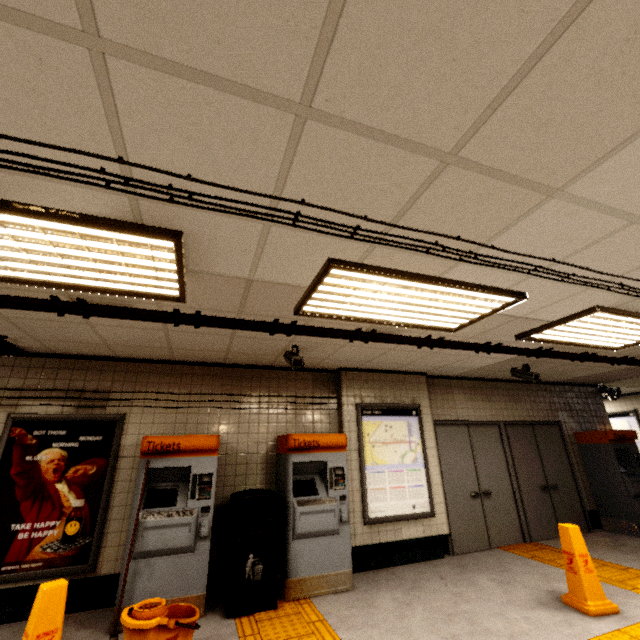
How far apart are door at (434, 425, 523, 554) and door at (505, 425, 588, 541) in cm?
14

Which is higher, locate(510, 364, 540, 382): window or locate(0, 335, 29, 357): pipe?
locate(0, 335, 29, 357): pipe

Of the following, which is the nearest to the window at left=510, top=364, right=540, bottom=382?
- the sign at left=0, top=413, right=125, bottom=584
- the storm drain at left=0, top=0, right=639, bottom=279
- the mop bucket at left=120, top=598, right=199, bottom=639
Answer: the storm drain at left=0, top=0, right=639, bottom=279

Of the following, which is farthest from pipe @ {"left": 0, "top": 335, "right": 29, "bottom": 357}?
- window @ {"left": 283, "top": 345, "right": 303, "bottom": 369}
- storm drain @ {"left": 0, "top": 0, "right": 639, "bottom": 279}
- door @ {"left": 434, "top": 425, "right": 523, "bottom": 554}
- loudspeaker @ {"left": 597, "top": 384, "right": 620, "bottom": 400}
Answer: door @ {"left": 434, "top": 425, "right": 523, "bottom": 554}

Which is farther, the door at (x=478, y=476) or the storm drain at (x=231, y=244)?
the door at (x=478, y=476)

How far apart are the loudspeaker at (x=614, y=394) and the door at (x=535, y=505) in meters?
1.9 m

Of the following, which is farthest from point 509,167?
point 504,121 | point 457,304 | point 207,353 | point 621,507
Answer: point 621,507

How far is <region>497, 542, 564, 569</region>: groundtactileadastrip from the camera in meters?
4.8
